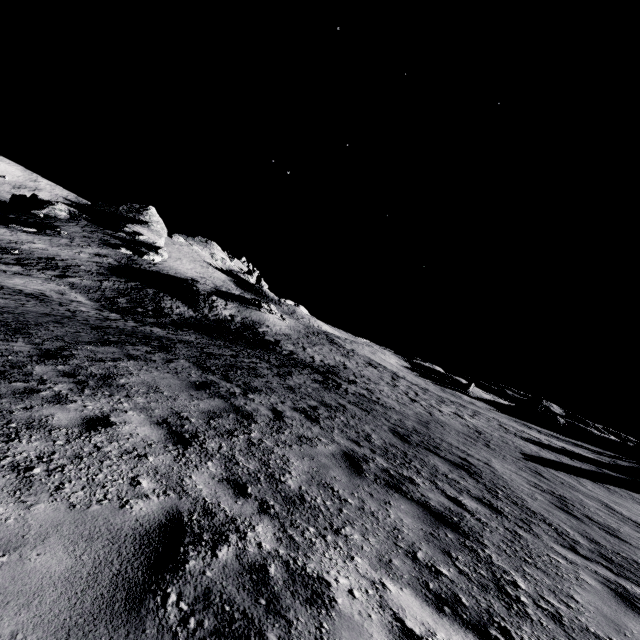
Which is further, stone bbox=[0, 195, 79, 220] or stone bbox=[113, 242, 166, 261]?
stone bbox=[0, 195, 79, 220]

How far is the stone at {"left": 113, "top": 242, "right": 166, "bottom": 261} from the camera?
52.04m

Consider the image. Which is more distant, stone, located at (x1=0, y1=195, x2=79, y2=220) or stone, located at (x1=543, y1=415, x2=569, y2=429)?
stone, located at (x1=0, y1=195, x2=79, y2=220)

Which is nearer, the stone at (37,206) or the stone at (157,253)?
the stone at (157,253)

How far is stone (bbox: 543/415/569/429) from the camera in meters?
52.2 m

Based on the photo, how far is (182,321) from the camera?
27.19m

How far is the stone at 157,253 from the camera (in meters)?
52.04
